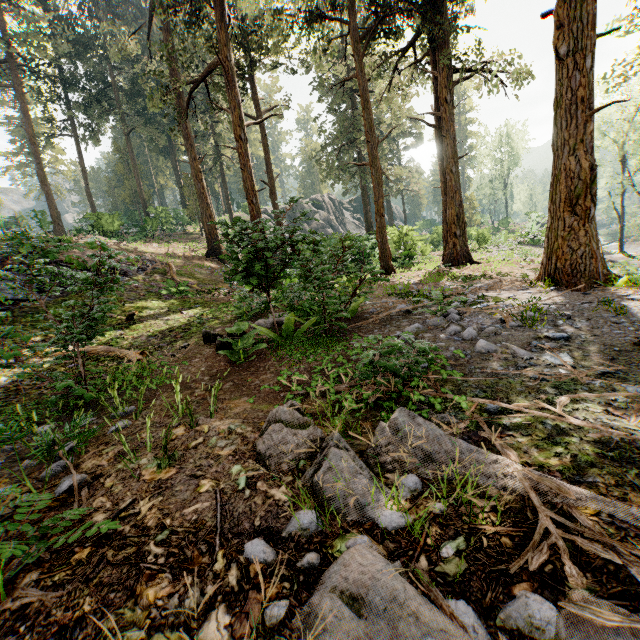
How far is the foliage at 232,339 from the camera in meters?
5.6

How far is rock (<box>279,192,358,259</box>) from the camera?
6.2 meters

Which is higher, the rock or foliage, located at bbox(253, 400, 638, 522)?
the rock

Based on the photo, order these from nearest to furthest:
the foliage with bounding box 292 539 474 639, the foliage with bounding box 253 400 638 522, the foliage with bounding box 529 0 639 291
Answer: the foliage with bounding box 292 539 474 639 → the foliage with bounding box 253 400 638 522 → the foliage with bounding box 529 0 639 291

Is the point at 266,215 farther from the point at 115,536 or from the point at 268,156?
the point at 115,536

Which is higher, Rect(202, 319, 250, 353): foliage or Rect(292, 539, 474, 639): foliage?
Rect(202, 319, 250, 353): foliage

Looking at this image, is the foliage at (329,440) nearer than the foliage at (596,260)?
Yes

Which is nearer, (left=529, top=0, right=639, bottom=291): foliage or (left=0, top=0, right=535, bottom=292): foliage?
(left=529, top=0, right=639, bottom=291): foliage
